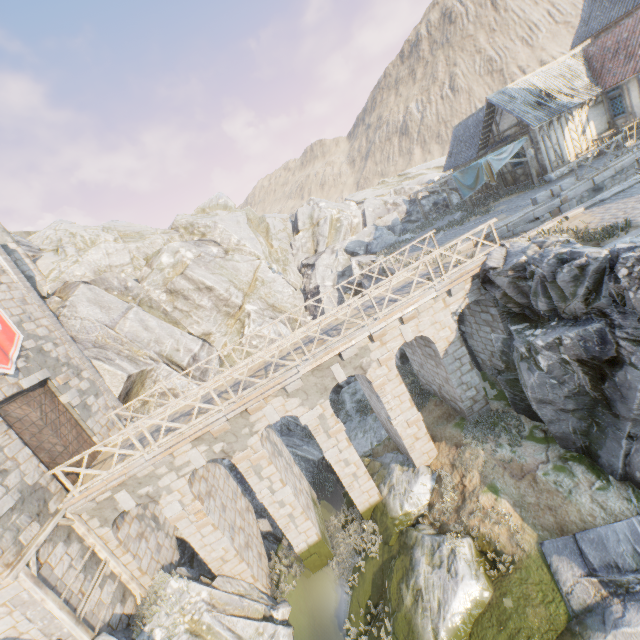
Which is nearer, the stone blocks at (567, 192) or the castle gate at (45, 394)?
the castle gate at (45, 394)

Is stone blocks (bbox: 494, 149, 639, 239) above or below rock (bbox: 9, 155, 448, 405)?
below

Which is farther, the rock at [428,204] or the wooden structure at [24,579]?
the rock at [428,204]

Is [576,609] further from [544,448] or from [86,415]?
[86,415]

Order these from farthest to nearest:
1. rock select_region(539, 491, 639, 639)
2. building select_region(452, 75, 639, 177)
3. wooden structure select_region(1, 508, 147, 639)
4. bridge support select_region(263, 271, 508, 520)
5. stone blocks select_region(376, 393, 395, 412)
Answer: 1. building select_region(452, 75, 639, 177)
2. stone blocks select_region(376, 393, 395, 412)
3. bridge support select_region(263, 271, 508, 520)
4. wooden structure select_region(1, 508, 147, 639)
5. rock select_region(539, 491, 639, 639)

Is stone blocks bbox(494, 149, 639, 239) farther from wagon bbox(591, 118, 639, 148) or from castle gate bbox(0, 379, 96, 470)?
castle gate bbox(0, 379, 96, 470)

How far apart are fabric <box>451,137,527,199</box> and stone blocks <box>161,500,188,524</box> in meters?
22.8

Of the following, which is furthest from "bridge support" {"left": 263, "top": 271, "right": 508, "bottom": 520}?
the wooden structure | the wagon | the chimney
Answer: the chimney
